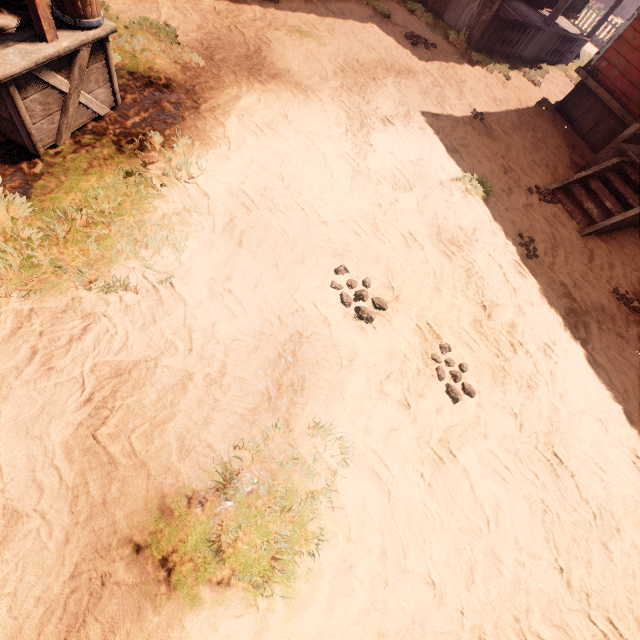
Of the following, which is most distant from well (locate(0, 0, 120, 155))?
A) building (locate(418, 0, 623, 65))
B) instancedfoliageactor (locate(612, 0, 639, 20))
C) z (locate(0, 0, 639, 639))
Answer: instancedfoliageactor (locate(612, 0, 639, 20))

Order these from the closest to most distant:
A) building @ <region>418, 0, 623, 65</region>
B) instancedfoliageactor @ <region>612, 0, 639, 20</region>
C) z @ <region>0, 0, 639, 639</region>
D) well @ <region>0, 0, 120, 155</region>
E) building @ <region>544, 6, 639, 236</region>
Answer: z @ <region>0, 0, 639, 639</region>, well @ <region>0, 0, 120, 155</region>, building @ <region>544, 6, 639, 236</region>, building @ <region>418, 0, 623, 65</region>, instancedfoliageactor @ <region>612, 0, 639, 20</region>

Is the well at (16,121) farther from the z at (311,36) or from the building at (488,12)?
the building at (488,12)

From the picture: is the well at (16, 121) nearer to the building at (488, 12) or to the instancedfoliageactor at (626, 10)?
the building at (488, 12)

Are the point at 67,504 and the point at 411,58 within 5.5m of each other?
no

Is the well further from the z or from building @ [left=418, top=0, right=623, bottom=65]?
building @ [left=418, top=0, right=623, bottom=65]
